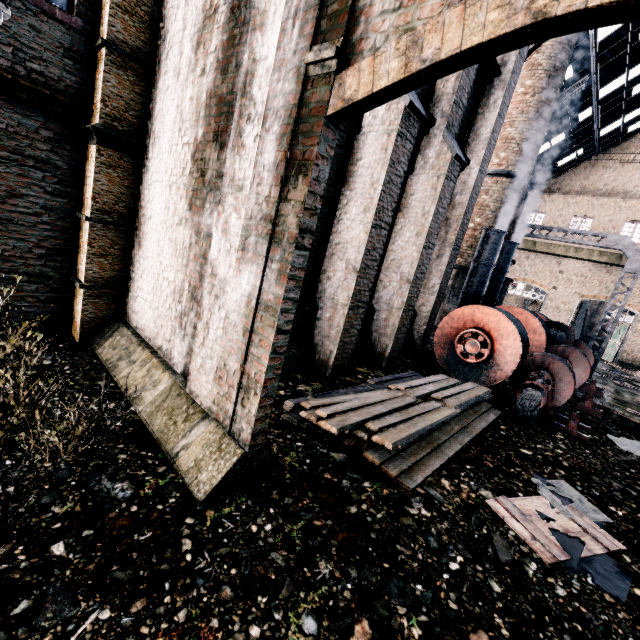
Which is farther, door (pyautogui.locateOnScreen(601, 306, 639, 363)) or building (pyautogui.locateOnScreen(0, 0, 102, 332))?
door (pyautogui.locateOnScreen(601, 306, 639, 363))

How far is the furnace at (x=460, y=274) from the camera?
18.3 meters

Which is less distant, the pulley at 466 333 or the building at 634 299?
the pulley at 466 333

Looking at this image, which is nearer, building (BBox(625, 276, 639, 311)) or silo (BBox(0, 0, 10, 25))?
silo (BBox(0, 0, 10, 25))

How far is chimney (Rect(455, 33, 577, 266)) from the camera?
16.7m

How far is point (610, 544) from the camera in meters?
5.2

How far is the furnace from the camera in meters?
18.3

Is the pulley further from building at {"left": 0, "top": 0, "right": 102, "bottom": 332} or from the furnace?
the furnace
